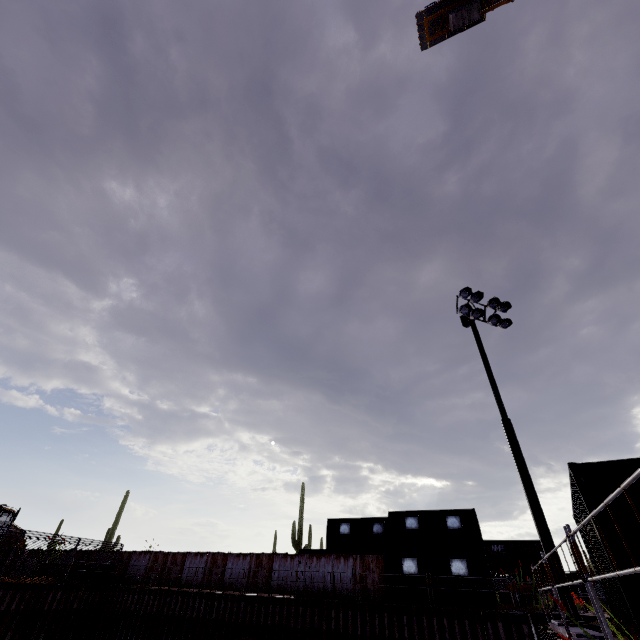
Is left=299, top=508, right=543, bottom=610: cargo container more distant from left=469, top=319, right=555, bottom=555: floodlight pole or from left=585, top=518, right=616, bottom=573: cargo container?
left=585, top=518, right=616, bottom=573: cargo container

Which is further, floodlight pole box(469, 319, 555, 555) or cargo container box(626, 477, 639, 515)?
floodlight pole box(469, 319, 555, 555)

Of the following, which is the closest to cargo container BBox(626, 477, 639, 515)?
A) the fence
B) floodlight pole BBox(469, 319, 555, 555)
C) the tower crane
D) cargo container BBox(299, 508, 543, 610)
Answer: floodlight pole BBox(469, 319, 555, 555)

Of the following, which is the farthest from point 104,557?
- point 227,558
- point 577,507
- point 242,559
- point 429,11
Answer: point 429,11

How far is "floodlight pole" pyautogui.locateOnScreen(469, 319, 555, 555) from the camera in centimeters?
982cm

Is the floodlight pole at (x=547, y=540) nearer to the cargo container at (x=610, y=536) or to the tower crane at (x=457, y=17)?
the cargo container at (x=610, y=536)

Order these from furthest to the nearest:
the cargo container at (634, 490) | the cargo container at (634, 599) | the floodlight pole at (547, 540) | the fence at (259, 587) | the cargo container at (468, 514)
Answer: the fence at (259, 587) → the cargo container at (468, 514) → the floodlight pole at (547, 540) → the cargo container at (634, 490) → the cargo container at (634, 599)

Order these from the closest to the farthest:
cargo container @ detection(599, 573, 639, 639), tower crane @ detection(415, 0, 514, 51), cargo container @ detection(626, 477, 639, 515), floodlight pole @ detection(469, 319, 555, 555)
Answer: cargo container @ detection(599, 573, 639, 639) < cargo container @ detection(626, 477, 639, 515) < floodlight pole @ detection(469, 319, 555, 555) < tower crane @ detection(415, 0, 514, 51)
